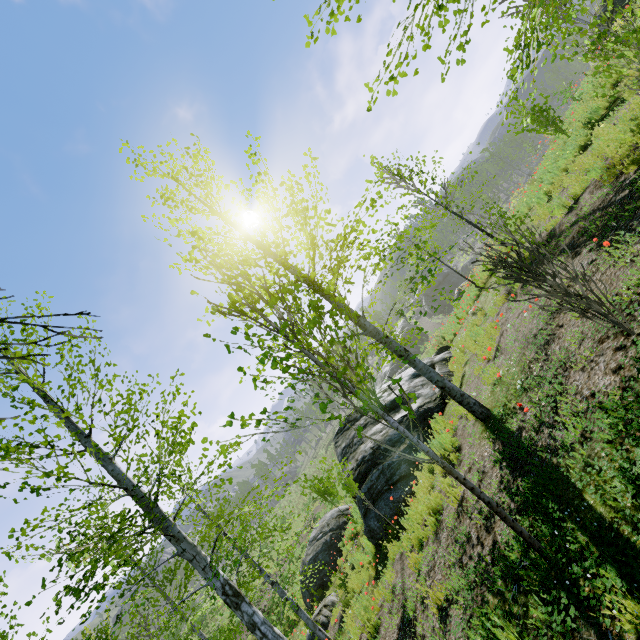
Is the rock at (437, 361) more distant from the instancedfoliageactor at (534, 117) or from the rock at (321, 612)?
the instancedfoliageactor at (534, 117)

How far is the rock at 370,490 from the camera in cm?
882

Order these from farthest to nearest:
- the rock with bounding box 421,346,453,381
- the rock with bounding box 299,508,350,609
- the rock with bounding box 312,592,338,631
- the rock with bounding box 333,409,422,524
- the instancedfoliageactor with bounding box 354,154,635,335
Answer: the rock with bounding box 299,508,350,609 < the rock with bounding box 421,346,453,381 < the rock with bounding box 312,592,338,631 < the rock with bounding box 333,409,422,524 < the instancedfoliageactor with bounding box 354,154,635,335

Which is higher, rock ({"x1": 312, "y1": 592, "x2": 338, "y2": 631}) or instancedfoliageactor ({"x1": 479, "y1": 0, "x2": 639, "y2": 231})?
instancedfoliageactor ({"x1": 479, "y1": 0, "x2": 639, "y2": 231})

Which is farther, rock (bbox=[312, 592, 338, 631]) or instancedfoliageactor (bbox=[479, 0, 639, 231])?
rock (bbox=[312, 592, 338, 631])

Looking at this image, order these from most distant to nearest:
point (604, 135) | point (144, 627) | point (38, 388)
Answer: point (144, 627) < point (604, 135) < point (38, 388)

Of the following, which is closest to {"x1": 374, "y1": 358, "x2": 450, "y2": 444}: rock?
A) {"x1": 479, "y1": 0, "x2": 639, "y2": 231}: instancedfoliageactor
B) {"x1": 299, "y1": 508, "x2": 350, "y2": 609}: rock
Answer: {"x1": 299, "y1": 508, "x2": 350, "y2": 609}: rock

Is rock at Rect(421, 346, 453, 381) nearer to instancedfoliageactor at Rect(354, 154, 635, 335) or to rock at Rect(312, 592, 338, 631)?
rock at Rect(312, 592, 338, 631)
